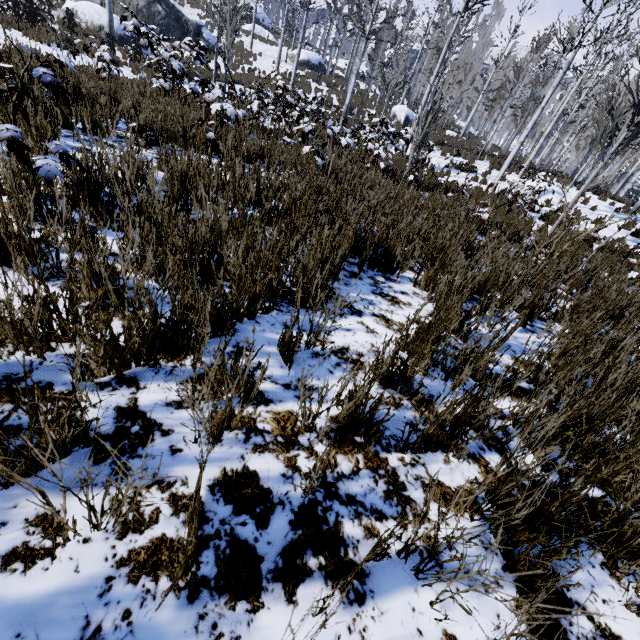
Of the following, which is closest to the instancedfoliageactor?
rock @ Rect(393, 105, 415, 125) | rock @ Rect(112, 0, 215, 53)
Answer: rock @ Rect(393, 105, 415, 125)

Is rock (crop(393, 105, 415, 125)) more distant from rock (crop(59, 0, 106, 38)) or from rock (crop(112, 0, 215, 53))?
rock (crop(59, 0, 106, 38))

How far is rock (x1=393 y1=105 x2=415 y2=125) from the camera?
28.6 meters

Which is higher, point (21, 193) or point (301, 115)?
point (301, 115)

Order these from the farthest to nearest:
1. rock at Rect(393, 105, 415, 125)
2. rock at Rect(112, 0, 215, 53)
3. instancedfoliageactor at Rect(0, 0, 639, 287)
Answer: rock at Rect(393, 105, 415, 125), rock at Rect(112, 0, 215, 53), instancedfoliageactor at Rect(0, 0, 639, 287)

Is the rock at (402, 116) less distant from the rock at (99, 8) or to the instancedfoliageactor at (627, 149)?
the instancedfoliageactor at (627, 149)

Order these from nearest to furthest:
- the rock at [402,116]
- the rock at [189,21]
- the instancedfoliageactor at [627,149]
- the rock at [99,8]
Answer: the instancedfoliageactor at [627,149], the rock at [99,8], the rock at [189,21], the rock at [402,116]

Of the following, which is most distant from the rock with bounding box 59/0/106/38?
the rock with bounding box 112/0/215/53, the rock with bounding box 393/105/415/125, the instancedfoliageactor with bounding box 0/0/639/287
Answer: the instancedfoliageactor with bounding box 0/0/639/287
